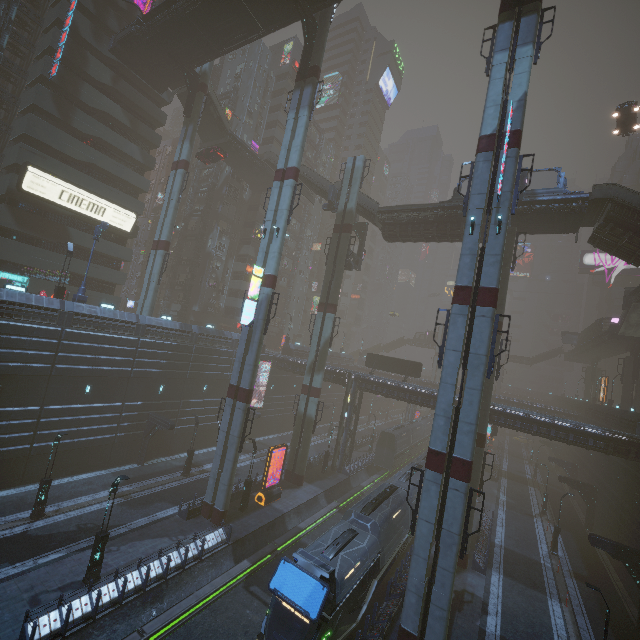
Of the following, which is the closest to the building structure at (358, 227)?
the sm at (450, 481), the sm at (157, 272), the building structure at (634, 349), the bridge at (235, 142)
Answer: the sm at (157, 272)

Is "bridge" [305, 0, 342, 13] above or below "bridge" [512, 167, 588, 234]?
above

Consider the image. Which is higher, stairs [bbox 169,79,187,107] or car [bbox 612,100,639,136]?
car [bbox 612,100,639,136]

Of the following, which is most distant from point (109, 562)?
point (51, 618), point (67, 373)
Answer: point (67, 373)

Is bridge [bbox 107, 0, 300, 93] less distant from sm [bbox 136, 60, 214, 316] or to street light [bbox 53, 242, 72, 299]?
sm [bbox 136, 60, 214, 316]

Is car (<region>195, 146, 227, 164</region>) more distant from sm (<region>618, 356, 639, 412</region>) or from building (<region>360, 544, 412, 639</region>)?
sm (<region>618, 356, 639, 412</region>)

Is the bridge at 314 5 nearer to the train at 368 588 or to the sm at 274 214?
the sm at 274 214

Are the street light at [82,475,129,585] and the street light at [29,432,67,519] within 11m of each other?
yes
